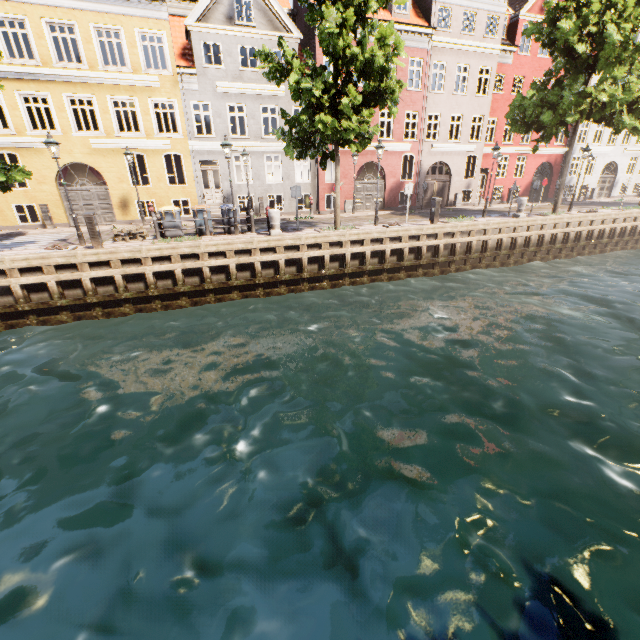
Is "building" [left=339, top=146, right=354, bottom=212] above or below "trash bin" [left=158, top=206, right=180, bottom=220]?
above

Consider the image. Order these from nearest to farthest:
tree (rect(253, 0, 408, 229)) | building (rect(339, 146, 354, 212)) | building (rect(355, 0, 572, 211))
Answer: tree (rect(253, 0, 408, 229)) < building (rect(355, 0, 572, 211)) < building (rect(339, 146, 354, 212))

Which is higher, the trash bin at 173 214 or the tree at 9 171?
the tree at 9 171

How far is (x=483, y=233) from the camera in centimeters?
1669cm

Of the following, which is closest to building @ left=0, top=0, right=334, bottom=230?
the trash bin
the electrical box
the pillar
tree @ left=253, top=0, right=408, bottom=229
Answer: tree @ left=253, top=0, right=408, bottom=229

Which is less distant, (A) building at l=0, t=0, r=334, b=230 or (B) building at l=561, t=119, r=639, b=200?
(A) building at l=0, t=0, r=334, b=230

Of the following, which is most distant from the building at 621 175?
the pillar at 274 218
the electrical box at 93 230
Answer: the pillar at 274 218

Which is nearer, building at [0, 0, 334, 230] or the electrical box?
the electrical box
